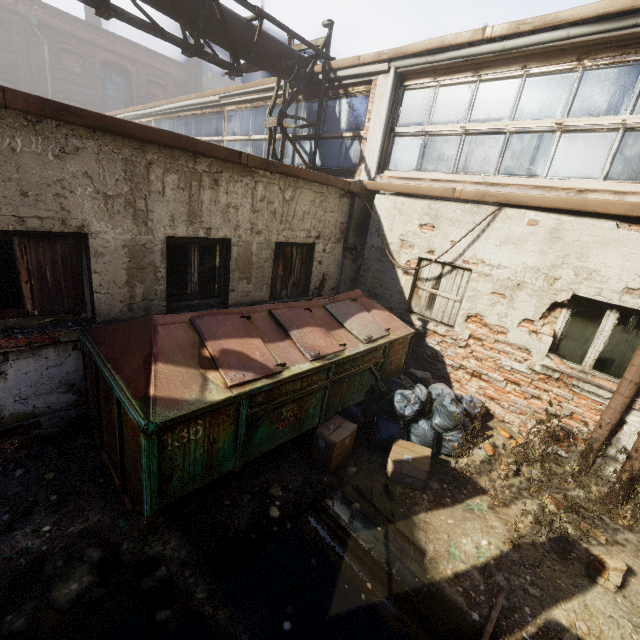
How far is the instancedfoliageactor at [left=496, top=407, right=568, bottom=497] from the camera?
3.9m

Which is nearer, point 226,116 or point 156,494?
point 156,494

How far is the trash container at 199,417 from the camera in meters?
2.9

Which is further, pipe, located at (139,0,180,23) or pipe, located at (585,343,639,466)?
pipe, located at (139,0,180,23)

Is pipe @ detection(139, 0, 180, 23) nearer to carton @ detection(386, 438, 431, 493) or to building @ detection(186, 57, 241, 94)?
carton @ detection(386, 438, 431, 493)

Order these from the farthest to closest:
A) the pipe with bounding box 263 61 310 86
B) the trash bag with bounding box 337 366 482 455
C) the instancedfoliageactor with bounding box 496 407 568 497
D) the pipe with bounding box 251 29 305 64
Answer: the pipe with bounding box 263 61 310 86, the pipe with bounding box 251 29 305 64, the trash bag with bounding box 337 366 482 455, the instancedfoliageactor with bounding box 496 407 568 497

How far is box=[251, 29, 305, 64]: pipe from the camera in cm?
650

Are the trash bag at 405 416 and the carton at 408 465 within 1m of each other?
yes
